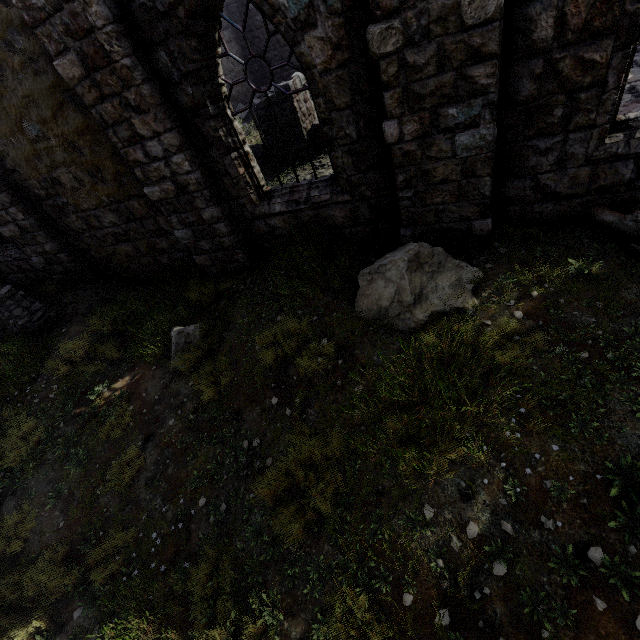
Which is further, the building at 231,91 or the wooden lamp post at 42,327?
the wooden lamp post at 42,327

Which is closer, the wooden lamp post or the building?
the building

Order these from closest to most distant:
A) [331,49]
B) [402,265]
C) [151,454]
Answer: [331,49] < [402,265] < [151,454]
